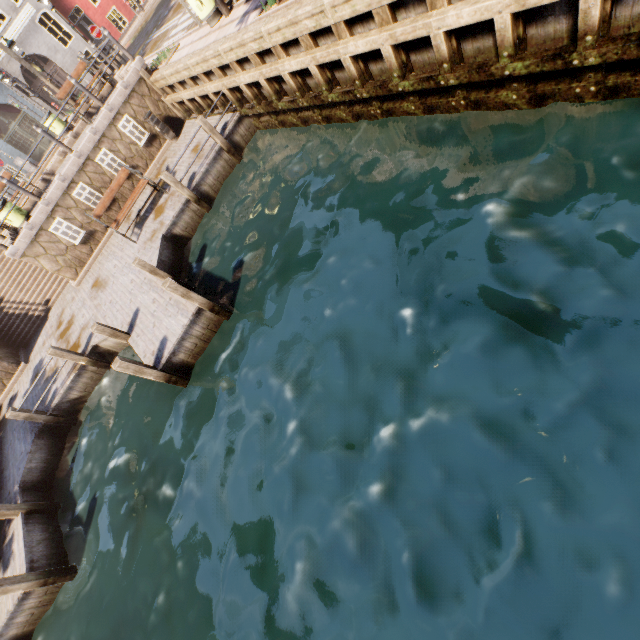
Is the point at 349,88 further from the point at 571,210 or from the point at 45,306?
the point at 45,306

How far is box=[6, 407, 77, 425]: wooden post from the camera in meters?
8.9

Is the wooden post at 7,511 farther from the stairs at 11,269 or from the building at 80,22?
the building at 80,22

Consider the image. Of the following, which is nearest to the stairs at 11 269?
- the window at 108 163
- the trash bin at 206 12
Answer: the window at 108 163

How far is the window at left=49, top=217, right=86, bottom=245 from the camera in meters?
11.5 m

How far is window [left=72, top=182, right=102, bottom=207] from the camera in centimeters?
1159cm

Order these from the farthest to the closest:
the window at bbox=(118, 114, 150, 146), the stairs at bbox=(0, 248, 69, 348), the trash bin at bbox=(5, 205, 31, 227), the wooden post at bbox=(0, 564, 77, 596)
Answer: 1. the stairs at bbox=(0, 248, 69, 348)
2. the window at bbox=(118, 114, 150, 146)
3. the trash bin at bbox=(5, 205, 31, 227)
4. the wooden post at bbox=(0, 564, 77, 596)

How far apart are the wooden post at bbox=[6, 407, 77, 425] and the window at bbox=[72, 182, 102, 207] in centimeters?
726cm
